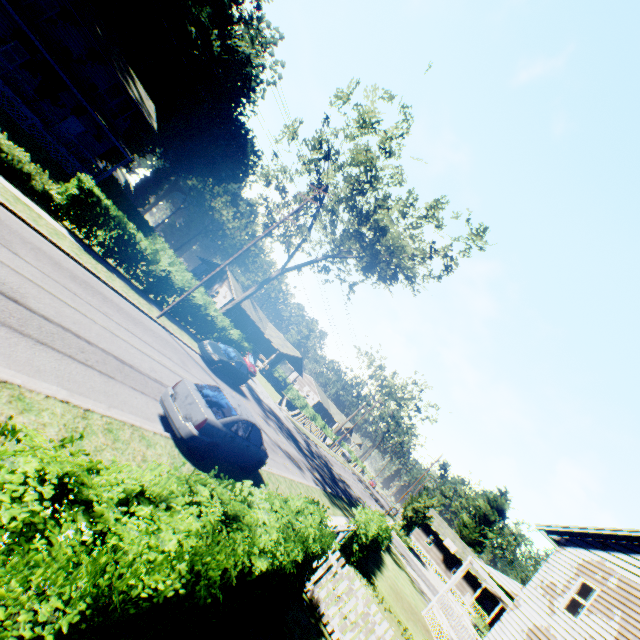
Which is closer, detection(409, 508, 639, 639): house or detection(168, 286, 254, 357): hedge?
detection(409, 508, 639, 639): house

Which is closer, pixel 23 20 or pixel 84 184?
pixel 84 184

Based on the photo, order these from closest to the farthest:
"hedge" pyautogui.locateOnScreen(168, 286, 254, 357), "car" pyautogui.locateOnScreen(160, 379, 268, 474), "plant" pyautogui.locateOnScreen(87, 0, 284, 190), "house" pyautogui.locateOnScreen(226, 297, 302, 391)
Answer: "car" pyautogui.locateOnScreen(160, 379, 268, 474) < "hedge" pyautogui.locateOnScreen(168, 286, 254, 357) < "plant" pyautogui.locateOnScreen(87, 0, 284, 190) < "house" pyautogui.locateOnScreen(226, 297, 302, 391)

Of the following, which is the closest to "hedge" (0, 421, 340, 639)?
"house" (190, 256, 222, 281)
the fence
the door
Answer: the fence

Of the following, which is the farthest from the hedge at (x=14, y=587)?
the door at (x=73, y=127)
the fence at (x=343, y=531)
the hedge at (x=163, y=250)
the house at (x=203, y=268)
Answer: the house at (x=203, y=268)

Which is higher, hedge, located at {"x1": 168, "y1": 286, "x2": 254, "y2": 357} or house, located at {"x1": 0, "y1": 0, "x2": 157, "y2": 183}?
house, located at {"x1": 0, "y1": 0, "x2": 157, "y2": 183}

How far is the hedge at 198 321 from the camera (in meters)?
21.17

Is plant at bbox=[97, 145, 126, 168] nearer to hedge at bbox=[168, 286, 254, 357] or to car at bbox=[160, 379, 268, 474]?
car at bbox=[160, 379, 268, 474]
